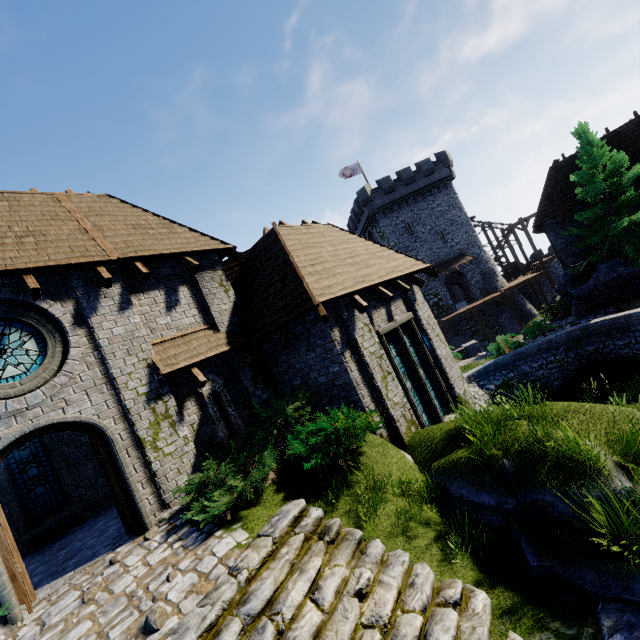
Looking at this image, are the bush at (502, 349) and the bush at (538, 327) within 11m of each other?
yes

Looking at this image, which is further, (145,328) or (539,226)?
(539,226)

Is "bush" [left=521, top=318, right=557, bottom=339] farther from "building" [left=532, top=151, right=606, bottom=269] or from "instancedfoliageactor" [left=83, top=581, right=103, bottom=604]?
"instancedfoliageactor" [left=83, top=581, right=103, bottom=604]

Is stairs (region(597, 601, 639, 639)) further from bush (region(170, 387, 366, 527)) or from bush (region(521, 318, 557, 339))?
bush (region(521, 318, 557, 339))

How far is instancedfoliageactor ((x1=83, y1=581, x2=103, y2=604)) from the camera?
5.0 meters

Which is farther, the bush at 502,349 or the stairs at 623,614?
the bush at 502,349

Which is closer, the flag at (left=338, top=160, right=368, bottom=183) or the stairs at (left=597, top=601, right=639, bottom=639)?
the stairs at (left=597, top=601, right=639, bottom=639)

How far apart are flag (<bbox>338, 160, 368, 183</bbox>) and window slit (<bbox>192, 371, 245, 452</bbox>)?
34.7 meters
